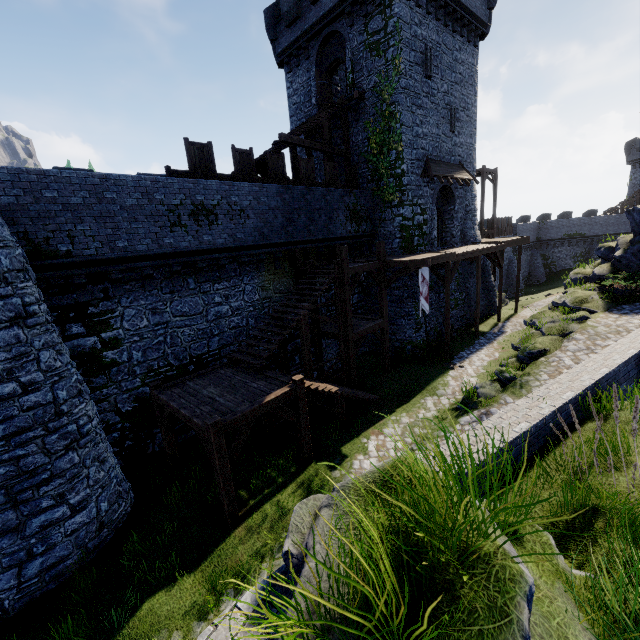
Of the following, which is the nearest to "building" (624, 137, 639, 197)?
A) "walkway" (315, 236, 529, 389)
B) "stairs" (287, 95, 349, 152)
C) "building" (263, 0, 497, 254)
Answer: "walkway" (315, 236, 529, 389)

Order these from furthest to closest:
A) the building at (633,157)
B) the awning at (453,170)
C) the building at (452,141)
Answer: the building at (633,157)
the awning at (453,170)
the building at (452,141)

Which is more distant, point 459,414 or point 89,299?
point 459,414

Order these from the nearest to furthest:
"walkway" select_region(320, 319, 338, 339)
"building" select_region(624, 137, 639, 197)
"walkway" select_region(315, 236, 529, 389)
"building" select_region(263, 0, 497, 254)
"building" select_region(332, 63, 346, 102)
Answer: "walkway" select_region(315, 236, 529, 389) → "walkway" select_region(320, 319, 338, 339) → "building" select_region(263, 0, 497, 254) → "building" select_region(332, 63, 346, 102) → "building" select_region(624, 137, 639, 197)

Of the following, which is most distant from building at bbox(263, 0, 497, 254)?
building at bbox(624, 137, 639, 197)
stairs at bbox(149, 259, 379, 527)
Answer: building at bbox(624, 137, 639, 197)

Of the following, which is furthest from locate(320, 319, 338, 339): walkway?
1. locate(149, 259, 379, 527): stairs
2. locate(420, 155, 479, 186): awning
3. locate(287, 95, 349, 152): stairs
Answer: locate(420, 155, 479, 186): awning

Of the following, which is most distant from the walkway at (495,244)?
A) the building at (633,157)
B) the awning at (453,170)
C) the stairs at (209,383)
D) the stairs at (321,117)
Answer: the building at (633,157)

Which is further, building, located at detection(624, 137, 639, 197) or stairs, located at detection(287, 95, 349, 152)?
building, located at detection(624, 137, 639, 197)
